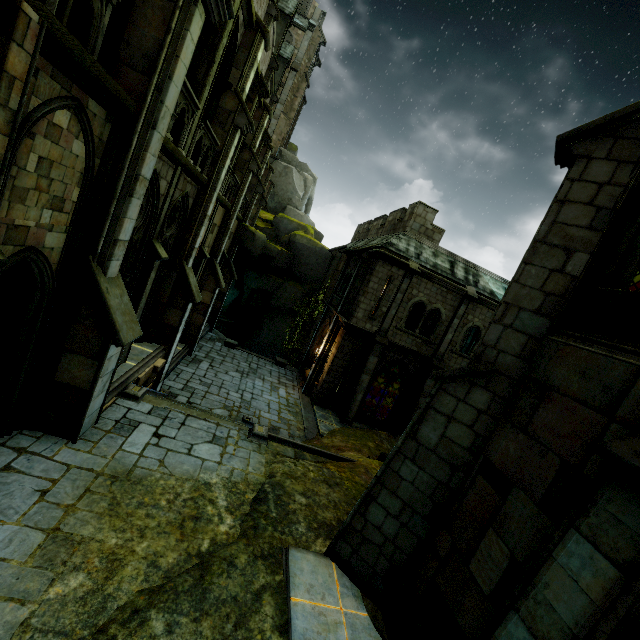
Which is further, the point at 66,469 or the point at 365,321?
the point at 365,321

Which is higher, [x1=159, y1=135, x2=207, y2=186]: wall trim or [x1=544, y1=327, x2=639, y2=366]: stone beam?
[x1=159, y1=135, x2=207, y2=186]: wall trim

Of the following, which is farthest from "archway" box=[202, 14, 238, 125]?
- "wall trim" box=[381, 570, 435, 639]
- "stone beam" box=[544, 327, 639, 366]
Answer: "wall trim" box=[381, 570, 435, 639]

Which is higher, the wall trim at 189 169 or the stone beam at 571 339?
the wall trim at 189 169

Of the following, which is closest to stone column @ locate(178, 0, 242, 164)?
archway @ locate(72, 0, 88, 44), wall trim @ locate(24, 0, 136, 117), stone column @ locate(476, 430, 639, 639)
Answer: archway @ locate(72, 0, 88, 44)

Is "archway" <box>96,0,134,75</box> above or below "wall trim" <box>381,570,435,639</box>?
above

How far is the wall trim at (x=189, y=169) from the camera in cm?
755

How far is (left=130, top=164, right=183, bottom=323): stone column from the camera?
9.0 meters
